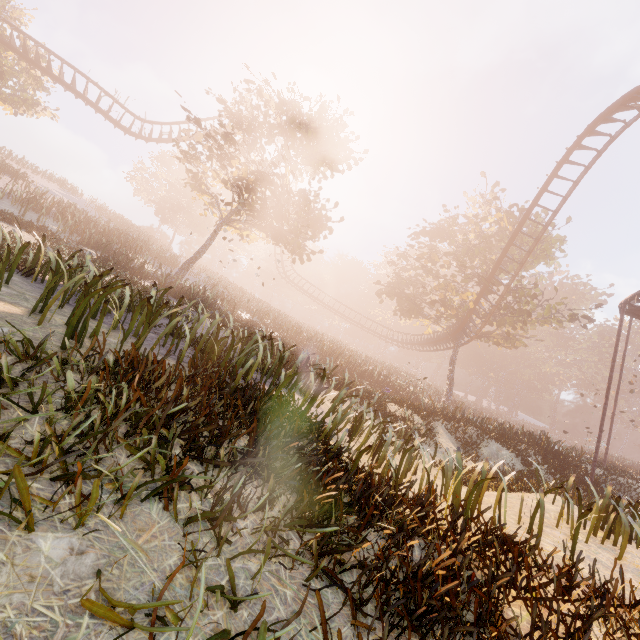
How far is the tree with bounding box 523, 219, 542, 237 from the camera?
25.0 meters

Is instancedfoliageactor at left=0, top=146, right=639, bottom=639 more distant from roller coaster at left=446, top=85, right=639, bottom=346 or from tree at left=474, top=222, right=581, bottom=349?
tree at left=474, top=222, right=581, bottom=349

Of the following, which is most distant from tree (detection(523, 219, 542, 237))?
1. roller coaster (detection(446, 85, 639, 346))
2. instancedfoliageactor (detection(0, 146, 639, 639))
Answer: instancedfoliageactor (detection(0, 146, 639, 639))

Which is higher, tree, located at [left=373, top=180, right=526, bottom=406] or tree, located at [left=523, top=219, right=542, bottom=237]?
tree, located at [left=523, top=219, right=542, bottom=237]

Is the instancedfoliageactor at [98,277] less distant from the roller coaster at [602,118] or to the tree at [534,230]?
the roller coaster at [602,118]

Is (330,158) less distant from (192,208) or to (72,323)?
(72,323)
